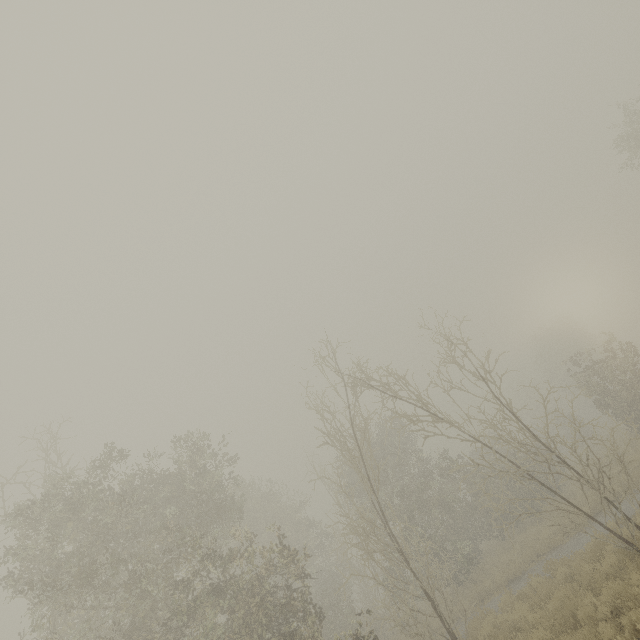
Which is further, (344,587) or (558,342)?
(558,342)
